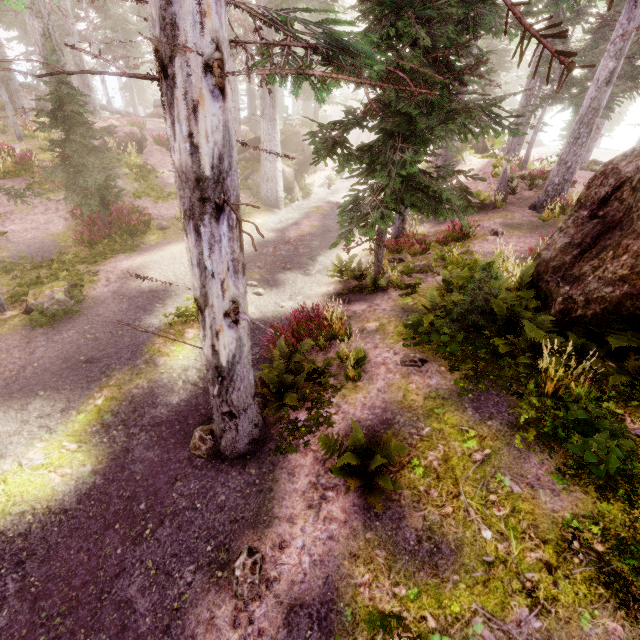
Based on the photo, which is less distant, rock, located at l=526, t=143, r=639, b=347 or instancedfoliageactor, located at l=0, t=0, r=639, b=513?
instancedfoliageactor, located at l=0, t=0, r=639, b=513

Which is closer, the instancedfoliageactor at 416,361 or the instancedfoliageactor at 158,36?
the instancedfoliageactor at 158,36

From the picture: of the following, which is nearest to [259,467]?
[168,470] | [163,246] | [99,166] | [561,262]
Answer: [168,470]

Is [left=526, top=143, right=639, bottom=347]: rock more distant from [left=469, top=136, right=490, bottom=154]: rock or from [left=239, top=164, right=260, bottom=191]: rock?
[left=239, top=164, right=260, bottom=191]: rock

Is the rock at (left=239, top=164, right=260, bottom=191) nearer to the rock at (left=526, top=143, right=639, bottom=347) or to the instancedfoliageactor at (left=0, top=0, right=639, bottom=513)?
the instancedfoliageactor at (left=0, top=0, right=639, bottom=513)

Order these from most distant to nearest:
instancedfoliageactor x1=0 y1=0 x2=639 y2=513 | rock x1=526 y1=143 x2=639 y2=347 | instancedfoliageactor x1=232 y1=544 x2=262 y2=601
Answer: rock x1=526 y1=143 x2=639 y2=347 < instancedfoliageactor x1=232 y1=544 x2=262 y2=601 < instancedfoliageactor x1=0 y1=0 x2=639 y2=513

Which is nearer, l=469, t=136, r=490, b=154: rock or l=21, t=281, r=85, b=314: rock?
l=21, t=281, r=85, b=314: rock

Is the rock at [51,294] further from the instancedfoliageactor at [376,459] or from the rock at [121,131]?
the rock at [121,131]
